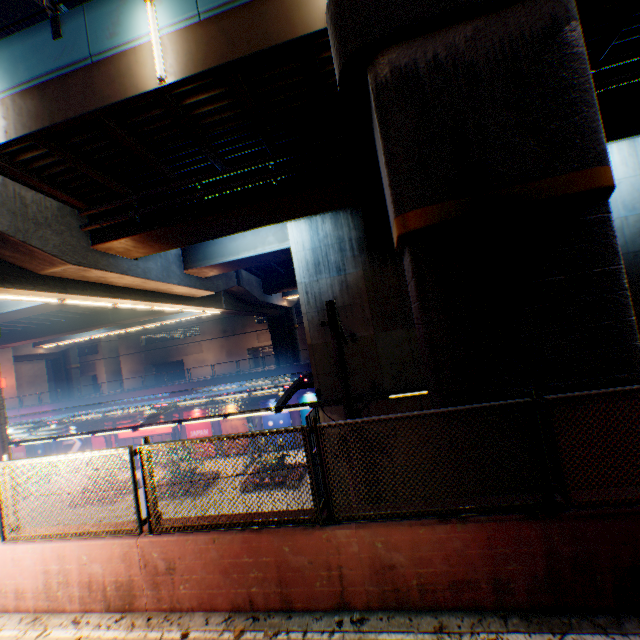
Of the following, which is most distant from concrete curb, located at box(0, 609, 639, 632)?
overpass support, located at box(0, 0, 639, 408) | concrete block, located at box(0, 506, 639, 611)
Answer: overpass support, located at box(0, 0, 639, 408)

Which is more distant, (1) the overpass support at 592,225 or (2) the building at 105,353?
(2) the building at 105,353

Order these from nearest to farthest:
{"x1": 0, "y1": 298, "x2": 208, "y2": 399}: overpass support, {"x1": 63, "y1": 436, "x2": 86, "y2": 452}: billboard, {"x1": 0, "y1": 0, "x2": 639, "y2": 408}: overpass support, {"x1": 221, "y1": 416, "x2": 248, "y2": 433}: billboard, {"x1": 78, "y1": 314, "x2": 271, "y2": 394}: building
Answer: {"x1": 0, "y1": 0, "x2": 639, "y2": 408}: overpass support, {"x1": 0, "y1": 298, "x2": 208, "y2": 399}: overpass support, {"x1": 221, "y1": 416, "x2": 248, "y2": 433}: billboard, {"x1": 63, "y1": 436, "x2": 86, "y2": 452}: billboard, {"x1": 78, "y1": 314, "x2": 271, "y2": 394}: building

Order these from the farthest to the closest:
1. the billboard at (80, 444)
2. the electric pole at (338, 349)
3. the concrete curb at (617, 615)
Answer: the billboard at (80, 444)
the electric pole at (338, 349)
the concrete curb at (617, 615)

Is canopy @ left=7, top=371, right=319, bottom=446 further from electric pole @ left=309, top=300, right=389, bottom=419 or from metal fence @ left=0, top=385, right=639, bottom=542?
electric pole @ left=309, top=300, right=389, bottom=419

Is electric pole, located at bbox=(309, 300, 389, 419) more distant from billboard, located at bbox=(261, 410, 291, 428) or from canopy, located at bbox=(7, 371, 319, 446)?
billboard, located at bbox=(261, 410, 291, 428)

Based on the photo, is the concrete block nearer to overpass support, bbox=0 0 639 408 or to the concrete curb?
the concrete curb

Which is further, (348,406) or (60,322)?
(60,322)
